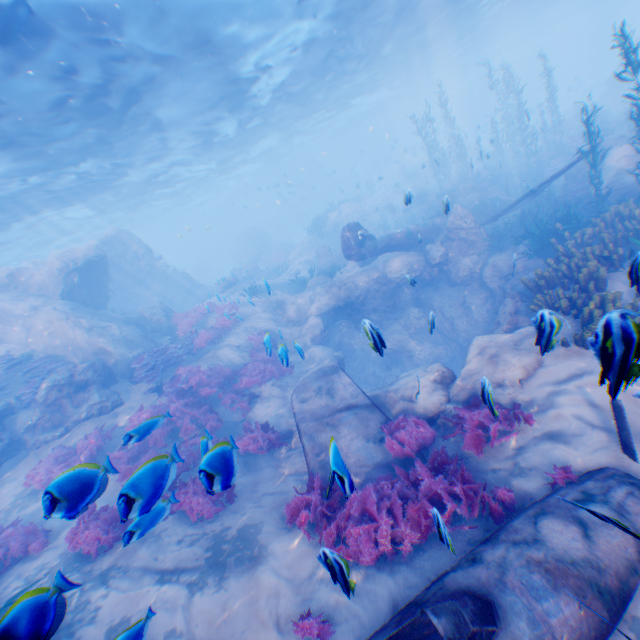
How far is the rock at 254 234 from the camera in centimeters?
3203cm

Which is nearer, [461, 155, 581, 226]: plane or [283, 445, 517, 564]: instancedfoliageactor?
[283, 445, 517, 564]: instancedfoliageactor

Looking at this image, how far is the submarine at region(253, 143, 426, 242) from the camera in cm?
5459

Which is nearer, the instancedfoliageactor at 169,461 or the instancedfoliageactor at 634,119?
the instancedfoliageactor at 169,461

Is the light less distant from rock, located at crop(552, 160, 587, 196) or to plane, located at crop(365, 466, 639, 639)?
rock, located at crop(552, 160, 587, 196)

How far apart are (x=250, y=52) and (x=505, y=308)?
16.8m

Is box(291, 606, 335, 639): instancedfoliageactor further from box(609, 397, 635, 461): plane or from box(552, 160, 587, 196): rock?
box(609, 397, 635, 461): plane

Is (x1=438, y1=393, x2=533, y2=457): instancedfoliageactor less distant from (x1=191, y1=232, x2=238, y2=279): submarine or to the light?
(x1=191, y1=232, x2=238, y2=279): submarine
